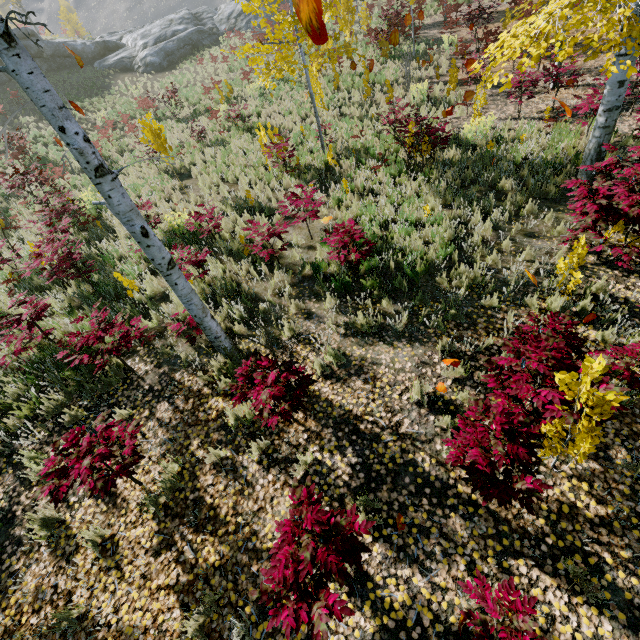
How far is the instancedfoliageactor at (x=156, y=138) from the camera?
3.66m

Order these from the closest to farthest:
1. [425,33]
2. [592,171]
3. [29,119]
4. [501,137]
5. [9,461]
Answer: [9,461]
[592,171]
[501,137]
[425,33]
[29,119]

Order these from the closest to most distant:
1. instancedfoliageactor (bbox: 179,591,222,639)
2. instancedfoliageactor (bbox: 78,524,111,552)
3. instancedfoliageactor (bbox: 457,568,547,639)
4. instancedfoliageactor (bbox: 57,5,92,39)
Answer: instancedfoliageactor (bbox: 457,568,547,639) < instancedfoliageactor (bbox: 179,591,222,639) < instancedfoliageactor (bbox: 78,524,111,552) < instancedfoliageactor (bbox: 57,5,92,39)

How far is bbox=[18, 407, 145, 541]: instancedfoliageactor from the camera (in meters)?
3.34

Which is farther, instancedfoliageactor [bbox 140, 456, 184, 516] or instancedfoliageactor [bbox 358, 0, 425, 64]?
instancedfoliageactor [bbox 358, 0, 425, 64]

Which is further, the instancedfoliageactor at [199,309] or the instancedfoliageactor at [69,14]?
the instancedfoliageactor at [69,14]
